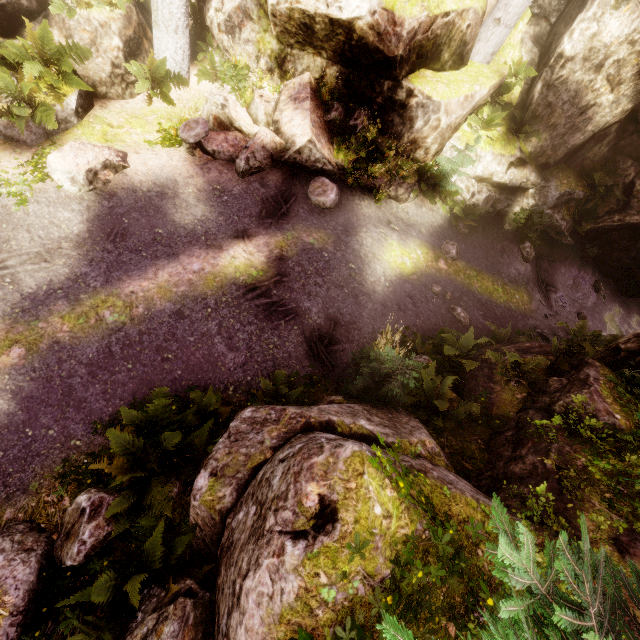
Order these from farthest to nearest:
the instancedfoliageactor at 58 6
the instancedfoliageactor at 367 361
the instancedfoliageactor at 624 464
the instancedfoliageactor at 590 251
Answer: the instancedfoliageactor at 590 251 < the instancedfoliageactor at 58 6 < the instancedfoliageactor at 367 361 < the instancedfoliageactor at 624 464

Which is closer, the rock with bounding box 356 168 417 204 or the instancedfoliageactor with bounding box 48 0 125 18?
the instancedfoliageactor with bounding box 48 0 125 18

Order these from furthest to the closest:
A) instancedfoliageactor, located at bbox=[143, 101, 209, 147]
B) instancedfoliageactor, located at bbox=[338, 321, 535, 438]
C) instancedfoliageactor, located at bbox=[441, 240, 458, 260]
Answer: instancedfoliageactor, located at bbox=[441, 240, 458, 260]
instancedfoliageactor, located at bbox=[143, 101, 209, 147]
instancedfoliageactor, located at bbox=[338, 321, 535, 438]

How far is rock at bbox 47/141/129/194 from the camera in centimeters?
751cm

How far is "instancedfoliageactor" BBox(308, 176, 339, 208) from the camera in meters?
9.3 m

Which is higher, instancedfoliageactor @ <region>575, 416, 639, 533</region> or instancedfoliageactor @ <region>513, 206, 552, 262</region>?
instancedfoliageactor @ <region>575, 416, 639, 533</region>

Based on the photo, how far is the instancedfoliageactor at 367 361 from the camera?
5.6m

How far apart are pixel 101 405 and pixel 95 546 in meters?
2.4 m
